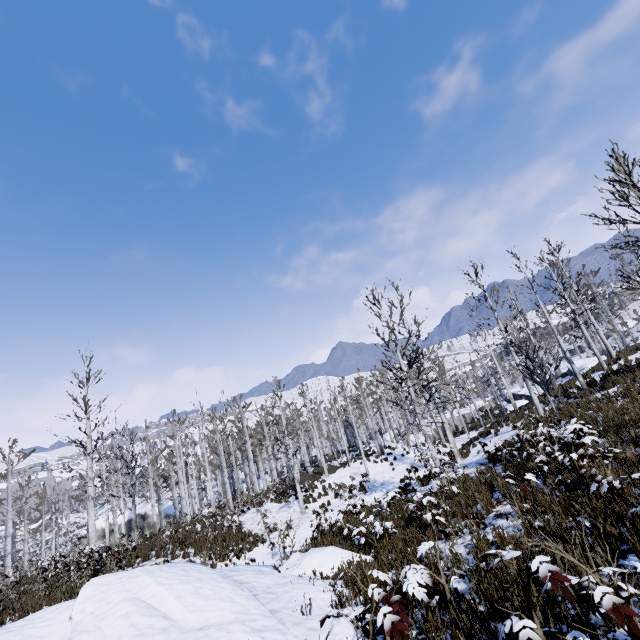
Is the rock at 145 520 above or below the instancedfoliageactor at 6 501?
below

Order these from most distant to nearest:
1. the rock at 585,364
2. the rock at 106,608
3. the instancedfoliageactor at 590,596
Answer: the rock at 585,364 < the rock at 106,608 < the instancedfoliageactor at 590,596

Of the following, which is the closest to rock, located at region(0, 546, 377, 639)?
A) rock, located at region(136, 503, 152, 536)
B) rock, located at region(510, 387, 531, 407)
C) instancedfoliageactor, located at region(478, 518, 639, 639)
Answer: instancedfoliageactor, located at region(478, 518, 639, 639)

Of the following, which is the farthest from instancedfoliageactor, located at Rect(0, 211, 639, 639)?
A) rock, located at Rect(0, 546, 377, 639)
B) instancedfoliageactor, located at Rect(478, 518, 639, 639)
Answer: instancedfoliageactor, located at Rect(478, 518, 639, 639)

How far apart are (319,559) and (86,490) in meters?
17.7 m

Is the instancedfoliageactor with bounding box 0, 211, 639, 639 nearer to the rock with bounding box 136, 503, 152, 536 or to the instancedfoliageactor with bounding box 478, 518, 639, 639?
the instancedfoliageactor with bounding box 478, 518, 639, 639

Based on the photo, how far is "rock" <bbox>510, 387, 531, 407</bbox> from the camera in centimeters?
2805cm
